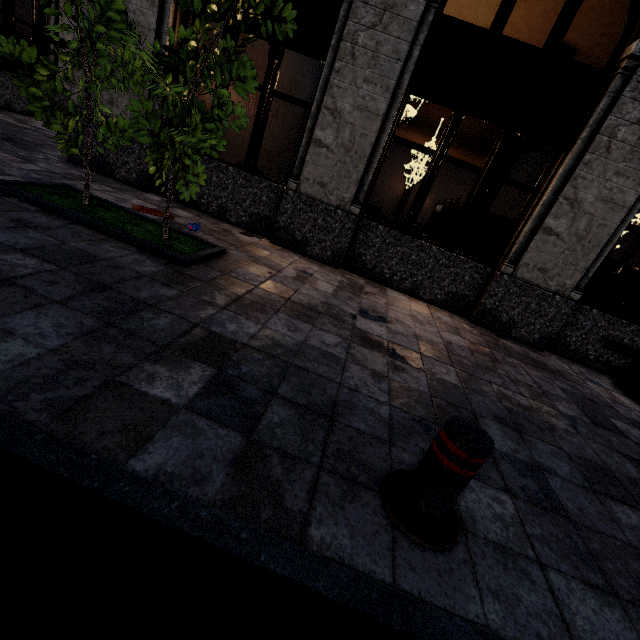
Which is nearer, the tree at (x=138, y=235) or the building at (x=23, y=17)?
the tree at (x=138, y=235)

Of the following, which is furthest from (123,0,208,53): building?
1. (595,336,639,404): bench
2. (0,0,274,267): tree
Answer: (0,0,274,267): tree

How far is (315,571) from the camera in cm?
128

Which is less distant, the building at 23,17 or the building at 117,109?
the building at 117,109

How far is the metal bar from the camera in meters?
1.5

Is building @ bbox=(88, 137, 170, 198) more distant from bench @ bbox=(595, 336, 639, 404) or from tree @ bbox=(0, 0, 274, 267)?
tree @ bbox=(0, 0, 274, 267)

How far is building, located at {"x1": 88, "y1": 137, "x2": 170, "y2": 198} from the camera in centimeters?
595cm

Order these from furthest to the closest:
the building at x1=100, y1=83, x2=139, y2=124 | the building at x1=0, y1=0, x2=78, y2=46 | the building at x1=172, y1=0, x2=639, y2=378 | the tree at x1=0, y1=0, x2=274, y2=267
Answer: the building at x1=0, y1=0, x2=78, y2=46, the building at x1=100, y1=83, x2=139, y2=124, the building at x1=172, y1=0, x2=639, y2=378, the tree at x1=0, y1=0, x2=274, y2=267
